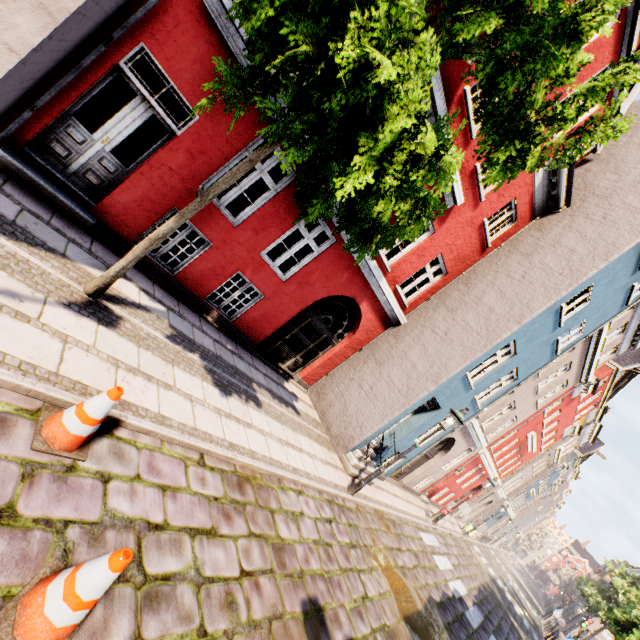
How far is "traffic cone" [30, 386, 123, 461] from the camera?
3.0 meters

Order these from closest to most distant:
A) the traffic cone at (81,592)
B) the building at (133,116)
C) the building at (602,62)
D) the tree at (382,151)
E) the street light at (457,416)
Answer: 1. the traffic cone at (81,592)
2. the tree at (382,151)
3. the building at (133,116)
4. the building at (602,62)
5. the street light at (457,416)

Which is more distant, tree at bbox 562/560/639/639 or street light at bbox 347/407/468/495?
tree at bbox 562/560/639/639

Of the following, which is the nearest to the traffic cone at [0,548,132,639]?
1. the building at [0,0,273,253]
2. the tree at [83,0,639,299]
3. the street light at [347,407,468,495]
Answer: the tree at [83,0,639,299]

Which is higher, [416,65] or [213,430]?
[416,65]

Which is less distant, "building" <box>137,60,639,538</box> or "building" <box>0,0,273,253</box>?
"building" <box>0,0,273,253</box>

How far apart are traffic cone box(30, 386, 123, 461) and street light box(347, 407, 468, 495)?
7.04m

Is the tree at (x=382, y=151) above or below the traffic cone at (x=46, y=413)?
above
